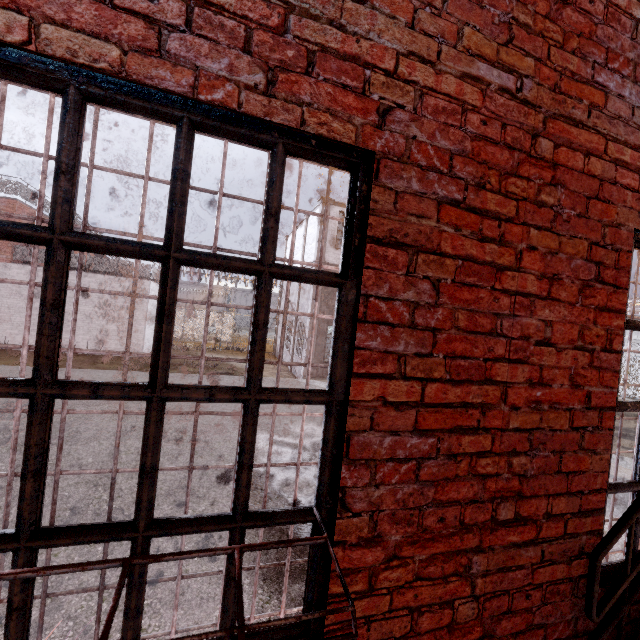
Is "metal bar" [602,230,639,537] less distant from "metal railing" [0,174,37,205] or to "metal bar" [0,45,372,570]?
"metal bar" [0,45,372,570]

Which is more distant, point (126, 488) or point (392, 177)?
point (126, 488)

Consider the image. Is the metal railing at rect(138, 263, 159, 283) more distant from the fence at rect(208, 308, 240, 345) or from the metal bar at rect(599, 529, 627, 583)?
the metal bar at rect(599, 529, 627, 583)

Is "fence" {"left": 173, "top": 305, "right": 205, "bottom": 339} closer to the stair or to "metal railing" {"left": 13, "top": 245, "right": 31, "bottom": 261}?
"metal railing" {"left": 13, "top": 245, "right": 31, "bottom": 261}

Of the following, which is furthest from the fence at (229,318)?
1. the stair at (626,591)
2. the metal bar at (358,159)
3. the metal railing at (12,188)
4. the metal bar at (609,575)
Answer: the metal bar at (358,159)

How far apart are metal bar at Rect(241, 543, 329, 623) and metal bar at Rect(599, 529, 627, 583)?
1.6m

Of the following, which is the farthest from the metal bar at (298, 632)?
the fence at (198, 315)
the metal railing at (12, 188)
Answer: the fence at (198, 315)

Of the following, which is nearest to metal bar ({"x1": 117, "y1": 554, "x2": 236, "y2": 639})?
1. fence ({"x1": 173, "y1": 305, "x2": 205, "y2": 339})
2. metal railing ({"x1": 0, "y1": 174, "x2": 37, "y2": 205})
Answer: metal railing ({"x1": 0, "y1": 174, "x2": 37, "y2": 205})
